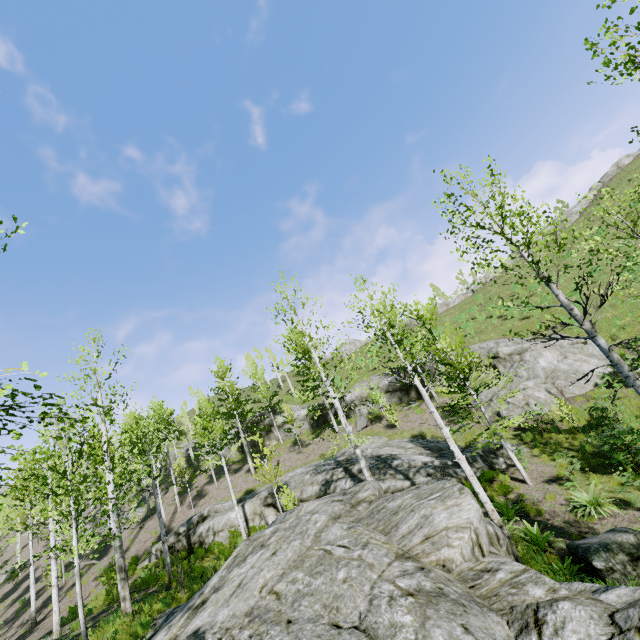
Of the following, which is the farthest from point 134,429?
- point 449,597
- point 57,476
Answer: point 449,597

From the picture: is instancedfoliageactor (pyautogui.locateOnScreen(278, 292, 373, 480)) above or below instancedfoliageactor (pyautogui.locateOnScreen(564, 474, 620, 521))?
above

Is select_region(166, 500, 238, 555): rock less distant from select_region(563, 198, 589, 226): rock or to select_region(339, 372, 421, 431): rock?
select_region(339, 372, 421, 431): rock

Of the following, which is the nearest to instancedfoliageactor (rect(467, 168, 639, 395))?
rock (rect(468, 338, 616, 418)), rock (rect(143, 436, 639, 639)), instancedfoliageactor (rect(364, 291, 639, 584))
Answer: rock (rect(143, 436, 639, 639))

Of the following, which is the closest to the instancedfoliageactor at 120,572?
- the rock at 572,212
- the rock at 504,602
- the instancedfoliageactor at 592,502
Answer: the rock at 504,602

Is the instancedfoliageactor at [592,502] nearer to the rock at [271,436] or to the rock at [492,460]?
the rock at [492,460]

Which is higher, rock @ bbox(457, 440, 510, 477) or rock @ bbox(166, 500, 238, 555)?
rock @ bbox(166, 500, 238, 555)

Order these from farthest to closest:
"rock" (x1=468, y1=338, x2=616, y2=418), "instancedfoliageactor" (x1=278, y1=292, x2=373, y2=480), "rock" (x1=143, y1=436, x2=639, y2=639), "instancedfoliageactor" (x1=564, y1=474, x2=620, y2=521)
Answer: "rock" (x1=468, y1=338, x2=616, y2=418)
"instancedfoliageactor" (x1=278, y1=292, x2=373, y2=480)
"instancedfoliageactor" (x1=564, y1=474, x2=620, y2=521)
"rock" (x1=143, y1=436, x2=639, y2=639)
